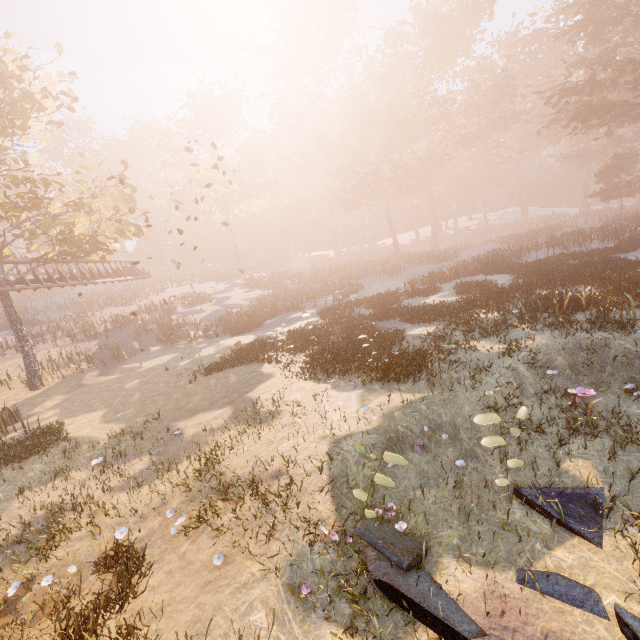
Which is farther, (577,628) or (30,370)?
(30,370)

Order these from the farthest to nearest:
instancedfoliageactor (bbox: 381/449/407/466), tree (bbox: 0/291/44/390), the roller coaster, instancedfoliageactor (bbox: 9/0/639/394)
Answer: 1. the roller coaster
2. tree (bbox: 0/291/44/390)
3. instancedfoliageactor (bbox: 9/0/639/394)
4. instancedfoliageactor (bbox: 381/449/407/466)

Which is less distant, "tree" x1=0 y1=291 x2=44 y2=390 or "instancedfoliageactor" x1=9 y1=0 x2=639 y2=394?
"instancedfoliageactor" x1=9 y1=0 x2=639 y2=394

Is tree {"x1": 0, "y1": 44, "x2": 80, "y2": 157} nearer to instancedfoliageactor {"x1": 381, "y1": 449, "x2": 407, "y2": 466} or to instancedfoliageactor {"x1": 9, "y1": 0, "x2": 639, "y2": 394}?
instancedfoliageactor {"x1": 9, "y1": 0, "x2": 639, "y2": 394}

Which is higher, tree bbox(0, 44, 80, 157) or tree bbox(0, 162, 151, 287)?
tree bbox(0, 44, 80, 157)

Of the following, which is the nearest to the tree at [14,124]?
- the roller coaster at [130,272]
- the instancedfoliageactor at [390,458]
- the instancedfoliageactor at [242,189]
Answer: the roller coaster at [130,272]

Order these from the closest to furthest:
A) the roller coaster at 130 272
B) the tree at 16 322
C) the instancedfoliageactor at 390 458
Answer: the instancedfoliageactor at 390 458 < the tree at 16 322 < the roller coaster at 130 272

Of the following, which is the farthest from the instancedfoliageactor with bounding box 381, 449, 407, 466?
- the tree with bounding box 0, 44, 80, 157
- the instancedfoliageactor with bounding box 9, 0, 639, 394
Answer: the tree with bounding box 0, 44, 80, 157
